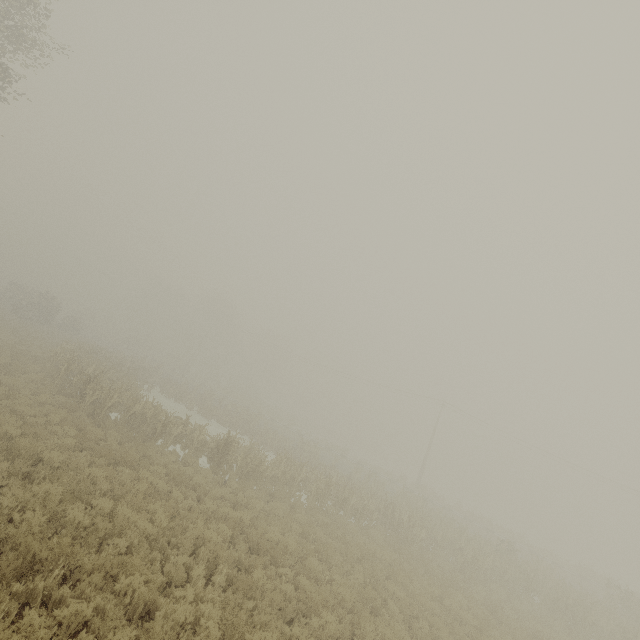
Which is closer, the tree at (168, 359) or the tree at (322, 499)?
the tree at (322, 499)

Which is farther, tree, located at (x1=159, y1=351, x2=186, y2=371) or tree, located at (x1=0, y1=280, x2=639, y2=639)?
tree, located at (x1=159, y1=351, x2=186, y2=371)

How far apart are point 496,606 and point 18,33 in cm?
3167

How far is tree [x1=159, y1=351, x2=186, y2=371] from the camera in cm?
5374

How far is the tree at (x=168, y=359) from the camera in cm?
5374
